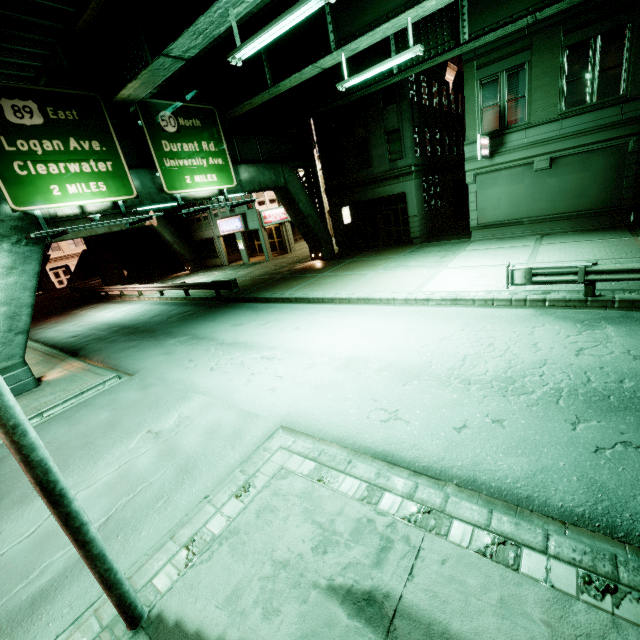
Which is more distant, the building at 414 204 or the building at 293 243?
the building at 293 243

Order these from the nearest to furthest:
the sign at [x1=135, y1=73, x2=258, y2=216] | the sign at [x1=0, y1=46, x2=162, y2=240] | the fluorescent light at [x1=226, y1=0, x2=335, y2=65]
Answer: the fluorescent light at [x1=226, y1=0, x2=335, y2=65]
the sign at [x1=0, y1=46, x2=162, y2=240]
the sign at [x1=135, y1=73, x2=258, y2=216]

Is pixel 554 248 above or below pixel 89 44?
below

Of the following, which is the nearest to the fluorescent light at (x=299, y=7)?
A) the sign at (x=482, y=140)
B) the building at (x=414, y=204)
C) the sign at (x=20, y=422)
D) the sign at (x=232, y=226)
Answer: the sign at (x=20, y=422)

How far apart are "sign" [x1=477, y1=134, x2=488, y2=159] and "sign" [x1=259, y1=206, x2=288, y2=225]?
18.4m

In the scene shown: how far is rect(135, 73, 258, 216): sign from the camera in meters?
13.7 m

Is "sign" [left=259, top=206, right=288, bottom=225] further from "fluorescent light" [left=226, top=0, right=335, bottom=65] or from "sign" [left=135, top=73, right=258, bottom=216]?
"fluorescent light" [left=226, top=0, right=335, bottom=65]

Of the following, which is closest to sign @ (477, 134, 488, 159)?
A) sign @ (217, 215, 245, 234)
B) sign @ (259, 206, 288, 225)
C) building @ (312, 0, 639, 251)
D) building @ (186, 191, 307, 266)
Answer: building @ (312, 0, 639, 251)
